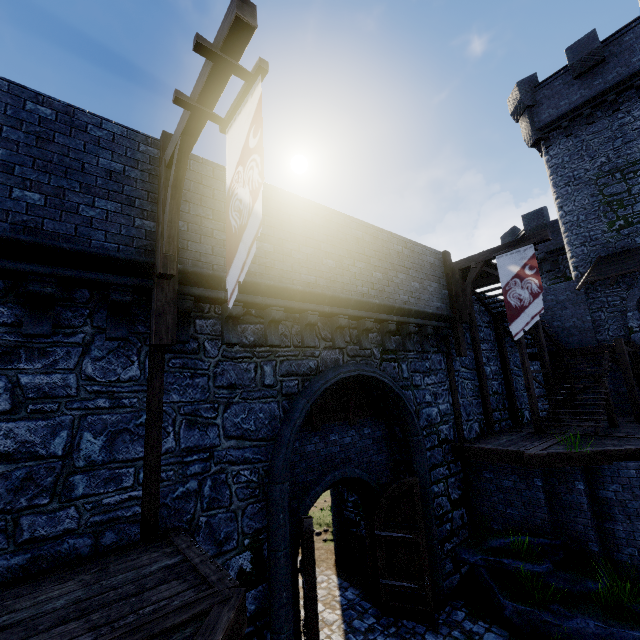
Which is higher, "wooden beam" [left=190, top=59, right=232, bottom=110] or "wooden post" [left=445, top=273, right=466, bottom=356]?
"wooden beam" [left=190, top=59, right=232, bottom=110]

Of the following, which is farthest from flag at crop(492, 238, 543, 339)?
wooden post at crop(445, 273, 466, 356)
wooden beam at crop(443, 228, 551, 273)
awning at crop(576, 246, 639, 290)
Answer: awning at crop(576, 246, 639, 290)

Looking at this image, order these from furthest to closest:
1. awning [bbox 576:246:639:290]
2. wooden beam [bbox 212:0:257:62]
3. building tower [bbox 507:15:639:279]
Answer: building tower [bbox 507:15:639:279] → awning [bbox 576:246:639:290] → wooden beam [bbox 212:0:257:62]

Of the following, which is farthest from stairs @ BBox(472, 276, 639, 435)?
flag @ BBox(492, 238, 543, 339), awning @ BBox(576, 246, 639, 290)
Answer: awning @ BBox(576, 246, 639, 290)

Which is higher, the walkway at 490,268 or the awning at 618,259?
the awning at 618,259

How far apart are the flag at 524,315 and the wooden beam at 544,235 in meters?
0.0 m

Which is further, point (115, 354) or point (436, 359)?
point (436, 359)

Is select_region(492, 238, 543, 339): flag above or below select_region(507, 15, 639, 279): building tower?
below
